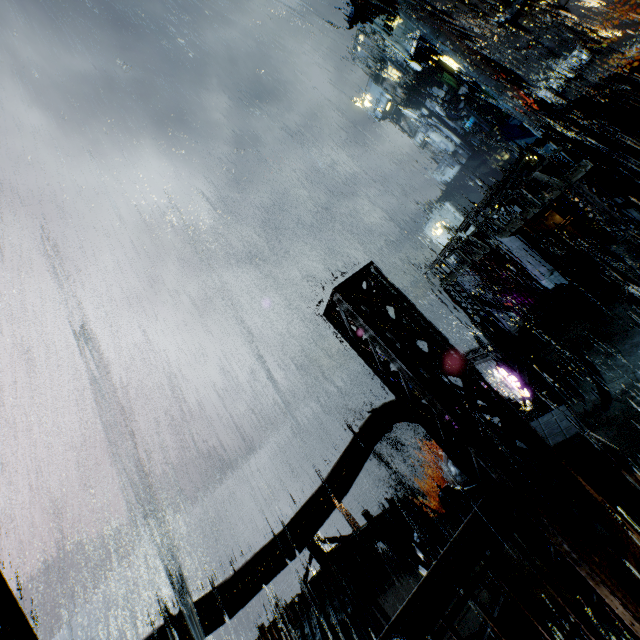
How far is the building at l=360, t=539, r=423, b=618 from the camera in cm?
1166

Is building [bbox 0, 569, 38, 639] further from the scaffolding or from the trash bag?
the scaffolding

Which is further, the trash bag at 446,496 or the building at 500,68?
the building at 500,68

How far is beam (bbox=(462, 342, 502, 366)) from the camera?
18.99m

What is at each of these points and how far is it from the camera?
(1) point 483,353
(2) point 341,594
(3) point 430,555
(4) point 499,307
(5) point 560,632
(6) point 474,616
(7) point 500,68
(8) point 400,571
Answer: (1) beam, 19.73m
(2) scaffolding, 6.82m
(3) sign, 10.88m
(4) gear, 33.19m
(5) building vent, 8.25m
(6) building, 9.01m
(7) building, 33.44m
(8) building, 12.86m

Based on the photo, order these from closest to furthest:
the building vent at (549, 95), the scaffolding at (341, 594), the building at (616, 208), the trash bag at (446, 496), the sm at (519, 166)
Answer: the scaffolding at (341, 594) → the building at (616, 208) → the trash bag at (446, 496) → the sm at (519, 166) → the building vent at (549, 95)

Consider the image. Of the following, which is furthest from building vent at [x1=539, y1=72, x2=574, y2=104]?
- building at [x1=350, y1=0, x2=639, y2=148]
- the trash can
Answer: the trash can

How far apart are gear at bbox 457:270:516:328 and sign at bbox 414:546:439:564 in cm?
2697
